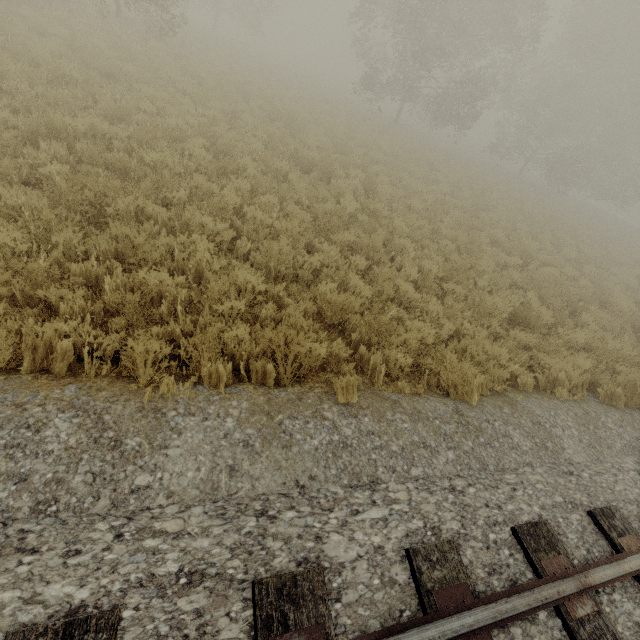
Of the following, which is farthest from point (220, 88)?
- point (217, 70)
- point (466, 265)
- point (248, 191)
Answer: point (466, 265)
